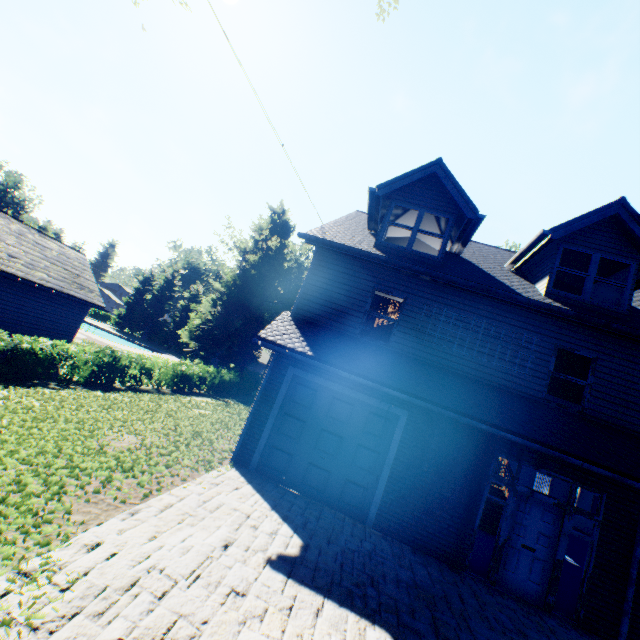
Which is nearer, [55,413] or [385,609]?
[385,609]

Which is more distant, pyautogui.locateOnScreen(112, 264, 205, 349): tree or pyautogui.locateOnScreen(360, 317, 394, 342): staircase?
pyautogui.locateOnScreen(112, 264, 205, 349): tree

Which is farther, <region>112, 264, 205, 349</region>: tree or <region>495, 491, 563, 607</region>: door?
<region>112, 264, 205, 349</region>: tree

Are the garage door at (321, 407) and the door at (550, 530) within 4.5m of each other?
yes

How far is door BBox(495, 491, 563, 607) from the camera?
7.4m

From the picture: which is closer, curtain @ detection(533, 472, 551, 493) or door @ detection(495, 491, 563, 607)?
door @ detection(495, 491, 563, 607)

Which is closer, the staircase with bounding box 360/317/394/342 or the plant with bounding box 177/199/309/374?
the staircase with bounding box 360/317/394/342

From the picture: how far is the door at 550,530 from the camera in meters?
7.4
